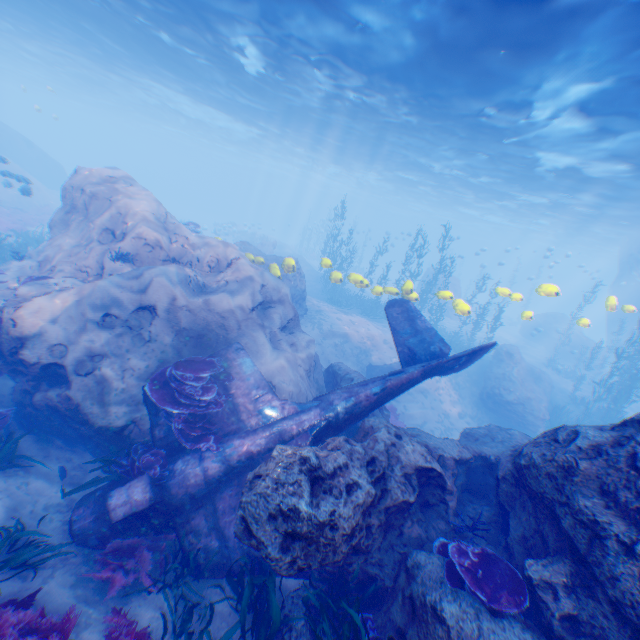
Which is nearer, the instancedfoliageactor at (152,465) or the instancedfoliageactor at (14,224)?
the instancedfoliageactor at (152,465)

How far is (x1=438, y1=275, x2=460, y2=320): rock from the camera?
11.3 meters

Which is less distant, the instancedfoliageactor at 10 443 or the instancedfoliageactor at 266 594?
the instancedfoliageactor at 266 594

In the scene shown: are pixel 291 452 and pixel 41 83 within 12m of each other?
no

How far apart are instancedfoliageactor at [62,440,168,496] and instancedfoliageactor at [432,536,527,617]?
5.3m

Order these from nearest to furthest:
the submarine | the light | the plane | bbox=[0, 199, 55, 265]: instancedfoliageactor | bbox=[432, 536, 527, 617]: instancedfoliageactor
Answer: bbox=[432, 536, 527, 617]: instancedfoliageactor < the plane < the light < bbox=[0, 199, 55, 265]: instancedfoliageactor < the submarine

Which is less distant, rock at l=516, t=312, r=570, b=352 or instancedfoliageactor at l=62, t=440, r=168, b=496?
instancedfoliageactor at l=62, t=440, r=168, b=496

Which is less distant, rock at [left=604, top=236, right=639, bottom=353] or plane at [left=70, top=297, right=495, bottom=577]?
plane at [left=70, top=297, right=495, bottom=577]
